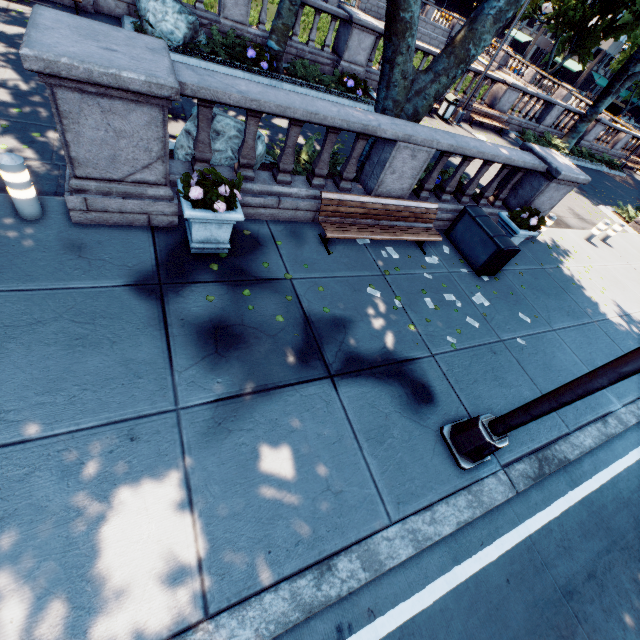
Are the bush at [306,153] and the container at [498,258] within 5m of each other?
yes

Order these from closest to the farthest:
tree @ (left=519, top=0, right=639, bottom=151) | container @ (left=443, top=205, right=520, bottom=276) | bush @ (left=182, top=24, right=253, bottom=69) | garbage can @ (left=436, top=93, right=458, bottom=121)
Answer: container @ (left=443, top=205, right=520, bottom=276) → bush @ (left=182, top=24, right=253, bottom=69) → garbage can @ (left=436, top=93, right=458, bottom=121) → tree @ (left=519, top=0, right=639, bottom=151)

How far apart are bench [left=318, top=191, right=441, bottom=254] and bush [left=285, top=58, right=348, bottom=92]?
8.2 meters

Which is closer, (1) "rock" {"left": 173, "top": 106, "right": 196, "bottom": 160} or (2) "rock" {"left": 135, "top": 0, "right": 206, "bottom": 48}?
(1) "rock" {"left": 173, "top": 106, "right": 196, "bottom": 160}

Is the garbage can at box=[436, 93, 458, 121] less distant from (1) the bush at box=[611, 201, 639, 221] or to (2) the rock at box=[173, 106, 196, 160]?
(1) the bush at box=[611, 201, 639, 221]

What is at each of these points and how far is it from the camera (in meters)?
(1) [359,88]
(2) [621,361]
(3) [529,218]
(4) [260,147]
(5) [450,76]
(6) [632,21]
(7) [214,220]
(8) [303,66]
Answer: (1) plant, 12.77
(2) light, 2.88
(3) plant, 7.85
(4) rock, 6.48
(5) tree, 6.40
(6) tree, 33.88
(7) planter, 4.72
(8) bush, 12.82

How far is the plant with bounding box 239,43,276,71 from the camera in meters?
10.7

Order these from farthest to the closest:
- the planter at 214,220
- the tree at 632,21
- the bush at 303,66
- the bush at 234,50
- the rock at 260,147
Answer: the tree at 632,21 < the bush at 303,66 < the bush at 234,50 < the rock at 260,147 < the planter at 214,220
